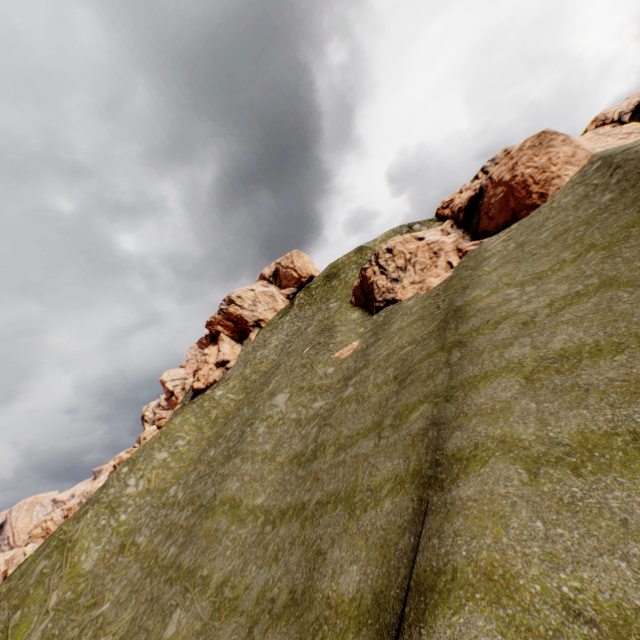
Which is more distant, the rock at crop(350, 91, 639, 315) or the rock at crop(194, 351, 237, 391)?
the rock at crop(194, 351, 237, 391)

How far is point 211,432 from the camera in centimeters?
3244cm

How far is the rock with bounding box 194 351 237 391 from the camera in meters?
57.7 m

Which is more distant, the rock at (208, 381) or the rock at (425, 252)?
the rock at (208, 381)

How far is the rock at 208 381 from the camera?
57.69m
